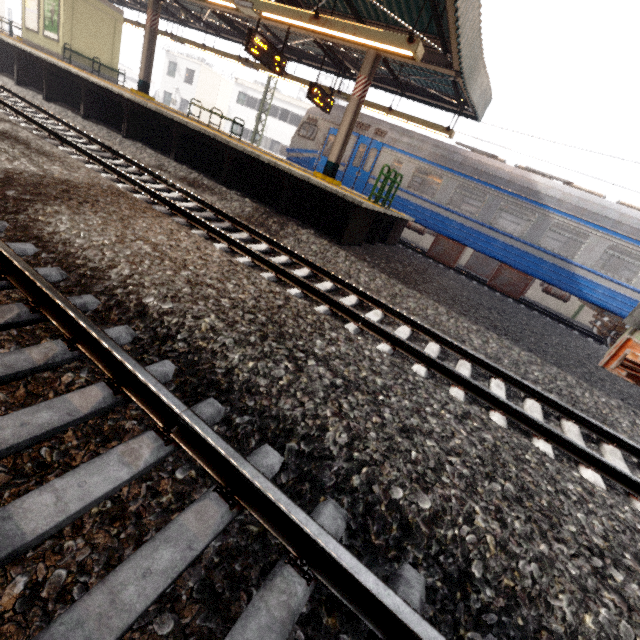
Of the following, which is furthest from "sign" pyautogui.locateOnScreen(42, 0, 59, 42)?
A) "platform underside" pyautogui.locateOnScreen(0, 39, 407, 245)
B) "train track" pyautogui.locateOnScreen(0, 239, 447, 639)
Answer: "train track" pyautogui.locateOnScreen(0, 239, 447, 639)

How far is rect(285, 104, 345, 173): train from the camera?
13.6m

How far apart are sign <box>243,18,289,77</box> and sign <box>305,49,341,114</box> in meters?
1.6 m

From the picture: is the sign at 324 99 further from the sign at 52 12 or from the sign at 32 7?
the sign at 32 7

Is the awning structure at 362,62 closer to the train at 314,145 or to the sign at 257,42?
the sign at 257,42

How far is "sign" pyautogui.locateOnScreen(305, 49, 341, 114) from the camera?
11.0m

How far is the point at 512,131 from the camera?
12.2 meters

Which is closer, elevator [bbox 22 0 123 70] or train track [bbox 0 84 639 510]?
train track [bbox 0 84 639 510]
